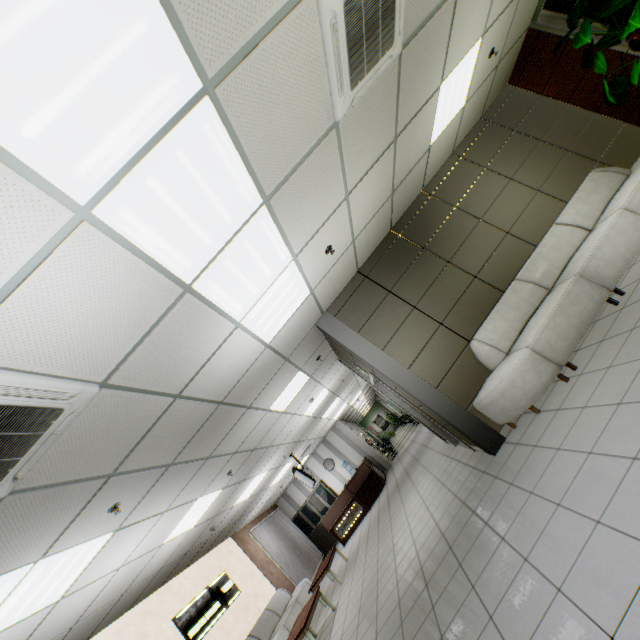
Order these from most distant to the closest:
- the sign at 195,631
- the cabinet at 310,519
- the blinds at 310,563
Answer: the cabinet at 310,519
the blinds at 310,563
the sign at 195,631

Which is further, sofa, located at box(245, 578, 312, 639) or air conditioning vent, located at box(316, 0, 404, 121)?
sofa, located at box(245, 578, 312, 639)

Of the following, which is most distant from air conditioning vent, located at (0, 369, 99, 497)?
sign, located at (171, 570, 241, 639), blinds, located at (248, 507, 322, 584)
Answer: blinds, located at (248, 507, 322, 584)

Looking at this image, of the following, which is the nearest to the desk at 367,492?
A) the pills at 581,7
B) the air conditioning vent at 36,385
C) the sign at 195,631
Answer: the sign at 195,631

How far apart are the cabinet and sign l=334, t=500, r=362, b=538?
2.8 meters

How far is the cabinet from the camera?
14.44m

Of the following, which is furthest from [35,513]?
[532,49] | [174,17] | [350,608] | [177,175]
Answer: [532,49]

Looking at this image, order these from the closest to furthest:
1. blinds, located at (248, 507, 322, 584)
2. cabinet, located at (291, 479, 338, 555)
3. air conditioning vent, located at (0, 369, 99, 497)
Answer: air conditioning vent, located at (0, 369, 99, 497) < blinds, located at (248, 507, 322, 584) < cabinet, located at (291, 479, 338, 555)
